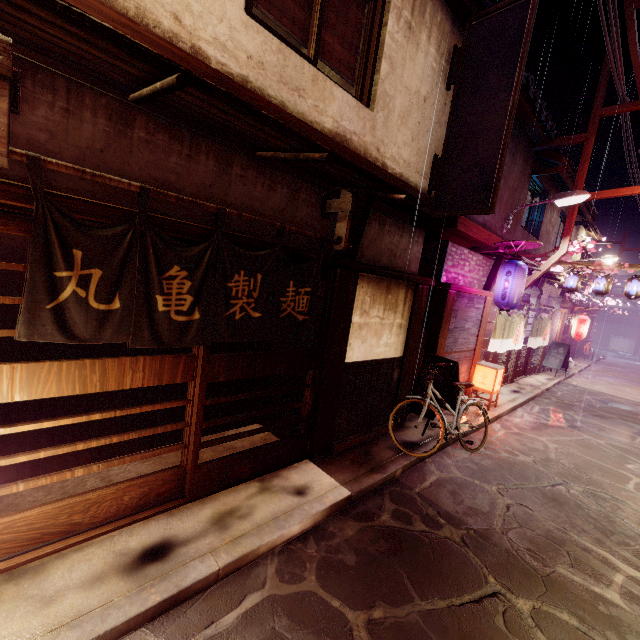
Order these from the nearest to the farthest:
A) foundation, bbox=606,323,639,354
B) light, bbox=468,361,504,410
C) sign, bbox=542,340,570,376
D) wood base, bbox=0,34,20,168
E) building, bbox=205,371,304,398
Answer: wood base, bbox=0,34,20,168 → building, bbox=205,371,304,398 → light, bbox=468,361,504,410 → sign, bbox=542,340,570,376 → foundation, bbox=606,323,639,354

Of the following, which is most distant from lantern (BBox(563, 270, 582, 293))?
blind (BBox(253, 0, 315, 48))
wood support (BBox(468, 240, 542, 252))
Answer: blind (BBox(253, 0, 315, 48))

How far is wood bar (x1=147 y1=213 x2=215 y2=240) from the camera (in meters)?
4.93

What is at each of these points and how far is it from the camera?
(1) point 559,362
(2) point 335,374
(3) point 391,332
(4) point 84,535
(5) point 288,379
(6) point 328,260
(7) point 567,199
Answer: (1) sign, 25.45m
(2) wood pole, 8.71m
(3) house, 10.35m
(4) door frame, 5.33m
(5) building, 15.27m
(6) wood bar, 7.54m
(7) light, 13.73m

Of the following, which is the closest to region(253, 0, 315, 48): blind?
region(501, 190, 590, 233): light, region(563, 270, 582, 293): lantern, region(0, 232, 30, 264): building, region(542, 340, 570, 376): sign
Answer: region(0, 232, 30, 264): building

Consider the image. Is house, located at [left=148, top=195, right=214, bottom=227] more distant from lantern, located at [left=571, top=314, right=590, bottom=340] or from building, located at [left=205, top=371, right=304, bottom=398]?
lantern, located at [left=571, top=314, right=590, bottom=340]

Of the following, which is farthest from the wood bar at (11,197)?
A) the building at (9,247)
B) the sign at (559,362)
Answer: the sign at (559,362)

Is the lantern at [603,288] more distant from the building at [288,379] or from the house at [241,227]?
the building at [288,379]
